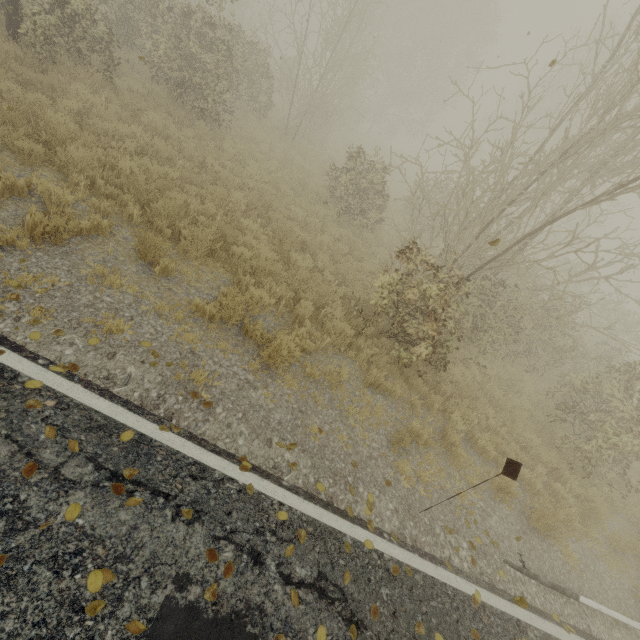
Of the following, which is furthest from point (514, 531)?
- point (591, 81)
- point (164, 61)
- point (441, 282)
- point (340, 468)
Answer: point (164, 61)

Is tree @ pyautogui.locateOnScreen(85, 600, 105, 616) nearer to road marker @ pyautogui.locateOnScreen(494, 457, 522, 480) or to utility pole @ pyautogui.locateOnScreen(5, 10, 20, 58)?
road marker @ pyautogui.locateOnScreen(494, 457, 522, 480)

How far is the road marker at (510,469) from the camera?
4.11m

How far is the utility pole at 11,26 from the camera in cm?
794

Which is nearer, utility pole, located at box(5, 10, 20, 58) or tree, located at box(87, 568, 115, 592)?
tree, located at box(87, 568, 115, 592)

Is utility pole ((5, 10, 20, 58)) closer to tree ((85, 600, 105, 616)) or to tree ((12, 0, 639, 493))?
tree ((12, 0, 639, 493))

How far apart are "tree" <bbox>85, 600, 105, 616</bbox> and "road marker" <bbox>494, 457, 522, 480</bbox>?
4.5m
